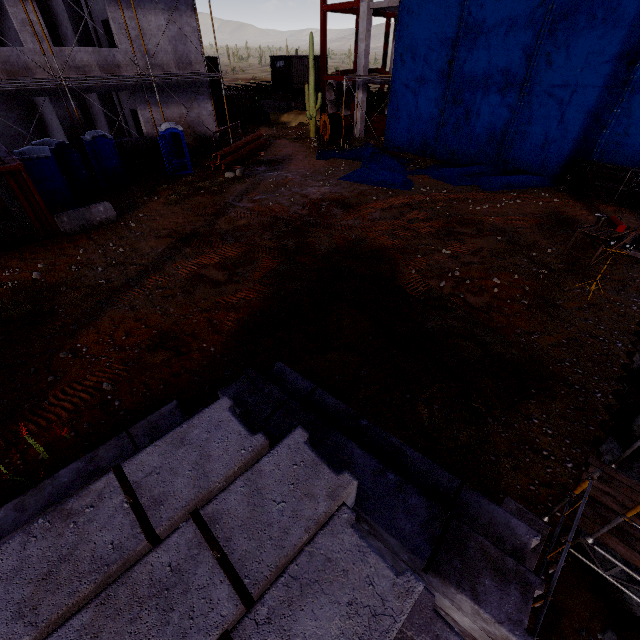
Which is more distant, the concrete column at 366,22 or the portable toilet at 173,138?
the concrete column at 366,22

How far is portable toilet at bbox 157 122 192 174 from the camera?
16.9m

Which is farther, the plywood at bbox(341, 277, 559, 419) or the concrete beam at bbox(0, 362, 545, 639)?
the plywood at bbox(341, 277, 559, 419)

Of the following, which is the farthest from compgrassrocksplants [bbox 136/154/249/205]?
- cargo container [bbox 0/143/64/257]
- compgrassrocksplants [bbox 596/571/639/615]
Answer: compgrassrocksplants [bbox 596/571/639/615]

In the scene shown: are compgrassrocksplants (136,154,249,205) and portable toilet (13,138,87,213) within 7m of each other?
yes

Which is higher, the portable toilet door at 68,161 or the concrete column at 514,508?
the portable toilet door at 68,161

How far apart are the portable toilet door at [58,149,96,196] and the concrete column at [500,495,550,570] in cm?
1918

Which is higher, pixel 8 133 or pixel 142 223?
pixel 8 133
